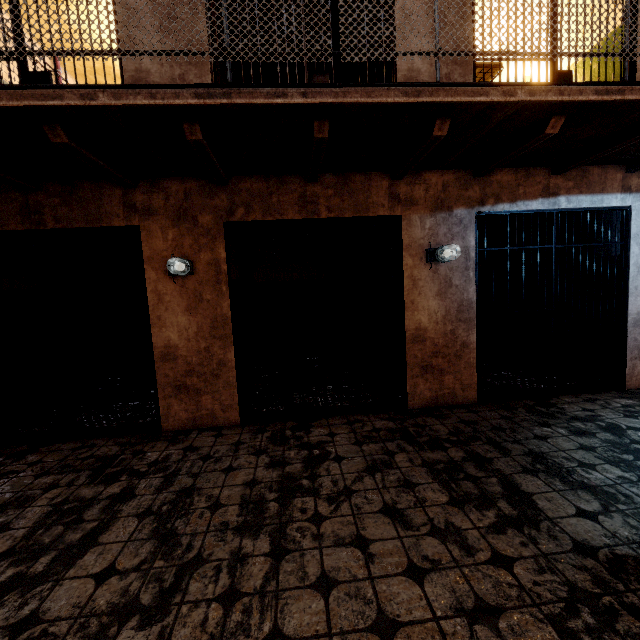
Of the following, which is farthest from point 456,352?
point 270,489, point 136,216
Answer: point 136,216

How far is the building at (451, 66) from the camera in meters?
3.7 m

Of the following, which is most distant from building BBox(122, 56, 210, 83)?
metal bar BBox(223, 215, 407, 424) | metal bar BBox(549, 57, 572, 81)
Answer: metal bar BBox(223, 215, 407, 424)

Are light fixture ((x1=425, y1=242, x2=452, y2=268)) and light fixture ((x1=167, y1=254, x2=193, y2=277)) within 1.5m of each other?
no

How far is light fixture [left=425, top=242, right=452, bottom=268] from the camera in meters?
3.8 m

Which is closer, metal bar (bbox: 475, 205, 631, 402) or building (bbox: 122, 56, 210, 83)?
building (bbox: 122, 56, 210, 83)

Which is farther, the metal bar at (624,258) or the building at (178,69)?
the metal bar at (624,258)

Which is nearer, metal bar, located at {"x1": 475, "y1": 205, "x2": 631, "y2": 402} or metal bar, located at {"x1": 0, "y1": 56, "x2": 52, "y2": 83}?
metal bar, located at {"x1": 0, "y1": 56, "x2": 52, "y2": 83}
